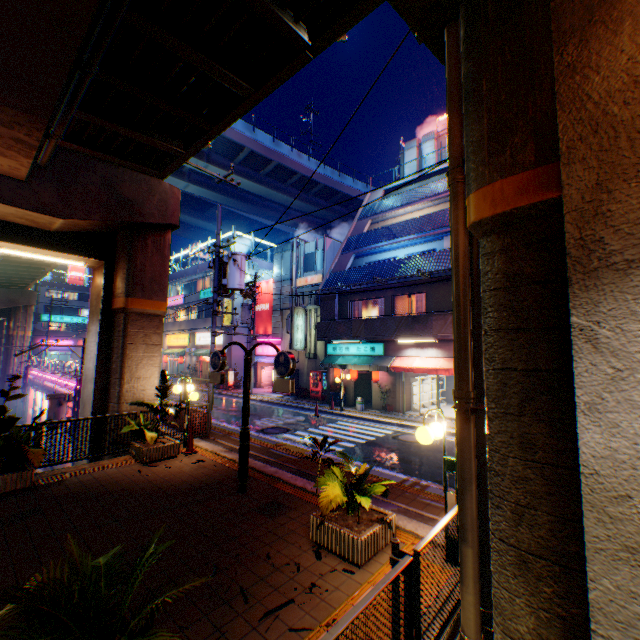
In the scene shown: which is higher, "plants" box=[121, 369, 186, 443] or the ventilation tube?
the ventilation tube

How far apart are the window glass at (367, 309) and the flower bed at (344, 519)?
14.7 meters

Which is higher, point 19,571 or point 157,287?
point 157,287

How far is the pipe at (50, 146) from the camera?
7.8 meters

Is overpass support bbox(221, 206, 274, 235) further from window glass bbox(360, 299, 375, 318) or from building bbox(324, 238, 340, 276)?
building bbox(324, 238, 340, 276)

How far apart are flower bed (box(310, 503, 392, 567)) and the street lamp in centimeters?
78cm

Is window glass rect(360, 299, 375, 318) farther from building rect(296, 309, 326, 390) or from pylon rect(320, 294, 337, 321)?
building rect(296, 309, 326, 390)

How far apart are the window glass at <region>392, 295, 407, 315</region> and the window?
7.20m
